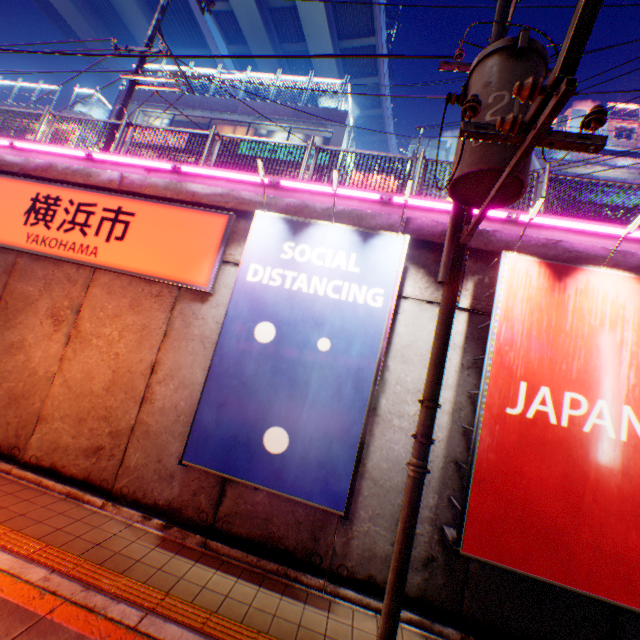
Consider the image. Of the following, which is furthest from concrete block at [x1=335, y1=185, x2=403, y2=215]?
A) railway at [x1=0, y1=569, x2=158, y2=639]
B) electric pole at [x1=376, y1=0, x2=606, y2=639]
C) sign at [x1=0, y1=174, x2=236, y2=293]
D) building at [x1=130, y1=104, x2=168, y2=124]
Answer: building at [x1=130, y1=104, x2=168, y2=124]

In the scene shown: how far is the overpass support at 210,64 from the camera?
33.6m

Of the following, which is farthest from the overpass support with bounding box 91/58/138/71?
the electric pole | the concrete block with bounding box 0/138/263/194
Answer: the electric pole

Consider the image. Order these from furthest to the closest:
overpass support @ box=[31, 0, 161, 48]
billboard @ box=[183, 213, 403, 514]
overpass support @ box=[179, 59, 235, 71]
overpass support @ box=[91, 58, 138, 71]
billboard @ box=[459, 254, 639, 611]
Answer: overpass support @ box=[91, 58, 138, 71] < overpass support @ box=[179, 59, 235, 71] < overpass support @ box=[31, 0, 161, 48] < billboard @ box=[183, 213, 403, 514] < billboard @ box=[459, 254, 639, 611]

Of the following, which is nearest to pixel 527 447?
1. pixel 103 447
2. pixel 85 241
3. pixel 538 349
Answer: pixel 538 349

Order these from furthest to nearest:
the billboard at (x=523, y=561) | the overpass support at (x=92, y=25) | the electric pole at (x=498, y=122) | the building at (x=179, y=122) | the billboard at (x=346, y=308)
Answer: the overpass support at (x=92, y=25) < the building at (x=179, y=122) < the billboard at (x=346, y=308) < the billboard at (x=523, y=561) < the electric pole at (x=498, y=122)

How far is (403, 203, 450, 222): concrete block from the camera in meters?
6.3 m
